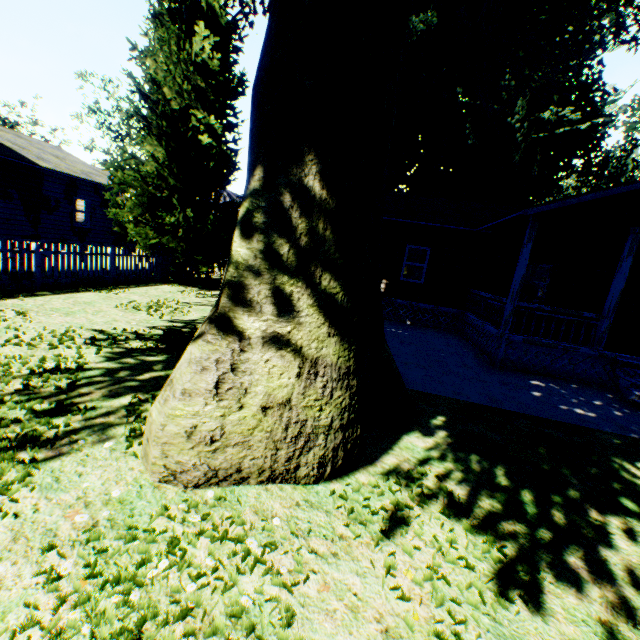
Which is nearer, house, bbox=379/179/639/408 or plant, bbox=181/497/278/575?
plant, bbox=181/497/278/575

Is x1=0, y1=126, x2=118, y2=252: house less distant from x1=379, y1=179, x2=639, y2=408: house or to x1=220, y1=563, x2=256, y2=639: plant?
x1=220, y1=563, x2=256, y2=639: plant

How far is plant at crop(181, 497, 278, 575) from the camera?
2.5 meters

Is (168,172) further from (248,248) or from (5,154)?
(248,248)

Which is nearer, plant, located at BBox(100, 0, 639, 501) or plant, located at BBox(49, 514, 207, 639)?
plant, located at BBox(49, 514, 207, 639)

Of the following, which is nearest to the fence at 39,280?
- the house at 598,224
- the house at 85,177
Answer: the house at 598,224

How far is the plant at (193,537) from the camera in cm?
254

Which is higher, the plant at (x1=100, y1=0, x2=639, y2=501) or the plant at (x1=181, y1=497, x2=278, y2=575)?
the plant at (x1=100, y1=0, x2=639, y2=501)
